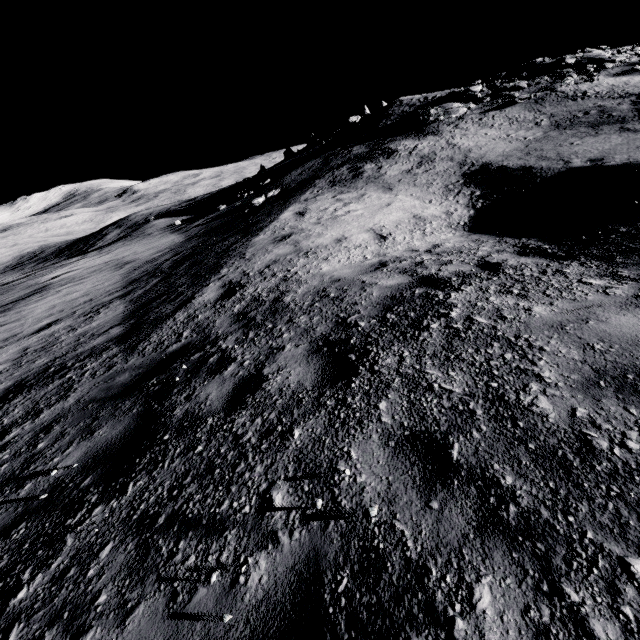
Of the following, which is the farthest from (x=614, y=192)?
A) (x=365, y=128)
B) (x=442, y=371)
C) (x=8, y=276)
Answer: (x=8, y=276)
